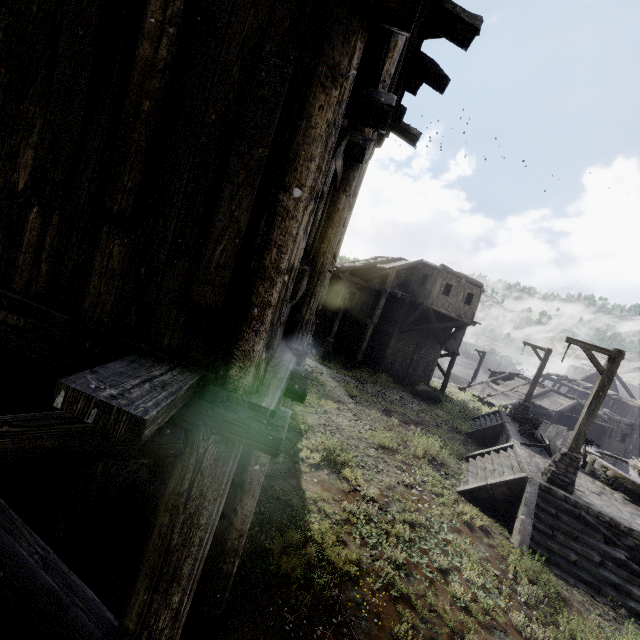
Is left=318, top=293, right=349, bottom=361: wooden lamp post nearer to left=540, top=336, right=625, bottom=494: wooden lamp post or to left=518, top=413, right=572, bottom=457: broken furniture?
left=540, top=336, right=625, bottom=494: wooden lamp post

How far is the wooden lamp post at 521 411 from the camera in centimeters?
1906cm

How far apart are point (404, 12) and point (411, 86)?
5.5m

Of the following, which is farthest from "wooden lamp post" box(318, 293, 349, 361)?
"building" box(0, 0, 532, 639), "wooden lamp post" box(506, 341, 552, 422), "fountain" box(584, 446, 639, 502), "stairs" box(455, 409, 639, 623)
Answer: "fountain" box(584, 446, 639, 502)

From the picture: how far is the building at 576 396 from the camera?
28.11m

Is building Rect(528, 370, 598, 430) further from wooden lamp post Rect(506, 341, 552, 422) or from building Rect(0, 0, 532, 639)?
wooden lamp post Rect(506, 341, 552, 422)

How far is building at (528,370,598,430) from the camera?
28.11m

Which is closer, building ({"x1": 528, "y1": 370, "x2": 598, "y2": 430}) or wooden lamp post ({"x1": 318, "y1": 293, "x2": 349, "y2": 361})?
wooden lamp post ({"x1": 318, "y1": 293, "x2": 349, "y2": 361})
